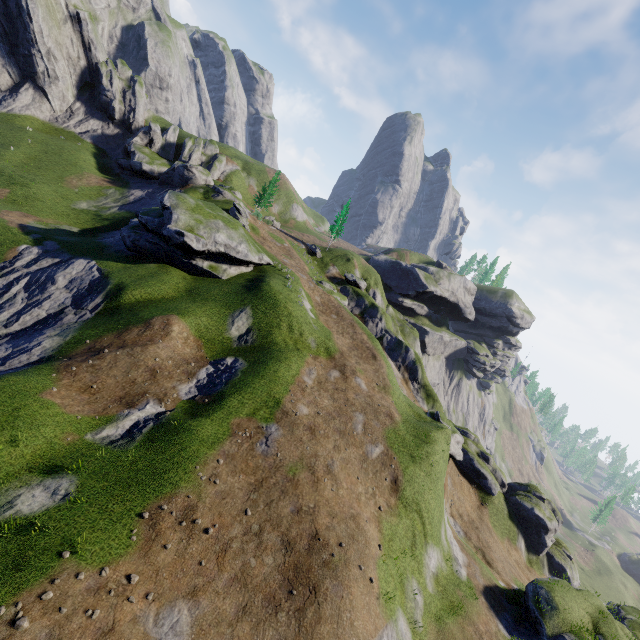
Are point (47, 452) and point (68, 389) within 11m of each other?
yes
